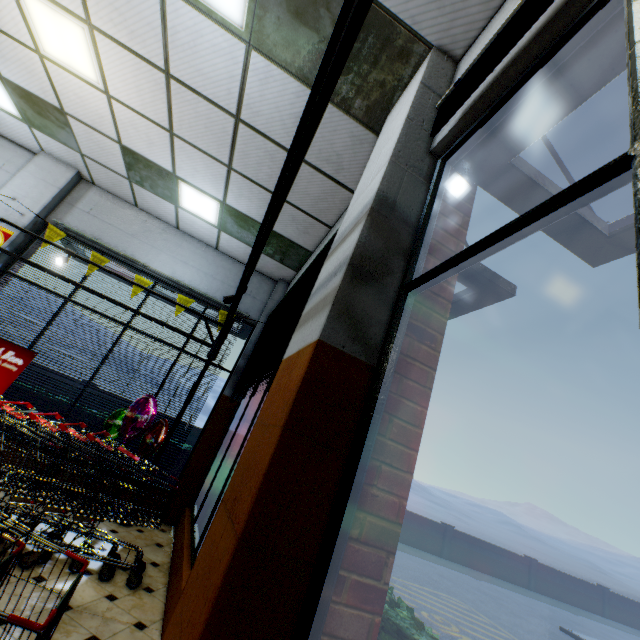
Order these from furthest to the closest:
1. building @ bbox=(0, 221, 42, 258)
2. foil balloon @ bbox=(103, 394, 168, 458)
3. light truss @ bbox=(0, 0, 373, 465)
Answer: building @ bbox=(0, 221, 42, 258) → foil balloon @ bbox=(103, 394, 168, 458) → light truss @ bbox=(0, 0, 373, 465)

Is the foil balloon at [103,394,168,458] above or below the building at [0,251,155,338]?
below

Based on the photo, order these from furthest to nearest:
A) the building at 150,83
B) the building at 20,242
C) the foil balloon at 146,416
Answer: the building at 20,242 < the foil balloon at 146,416 < the building at 150,83

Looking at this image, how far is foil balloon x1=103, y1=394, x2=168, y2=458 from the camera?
4.6 meters

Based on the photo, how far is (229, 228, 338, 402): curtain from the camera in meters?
3.2 m

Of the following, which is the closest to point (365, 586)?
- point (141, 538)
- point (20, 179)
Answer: point (141, 538)

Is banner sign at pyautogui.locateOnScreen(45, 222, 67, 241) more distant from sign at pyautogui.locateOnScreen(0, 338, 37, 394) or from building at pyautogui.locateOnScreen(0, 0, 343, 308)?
sign at pyautogui.locateOnScreen(0, 338, 37, 394)

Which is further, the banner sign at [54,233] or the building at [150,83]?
the banner sign at [54,233]
